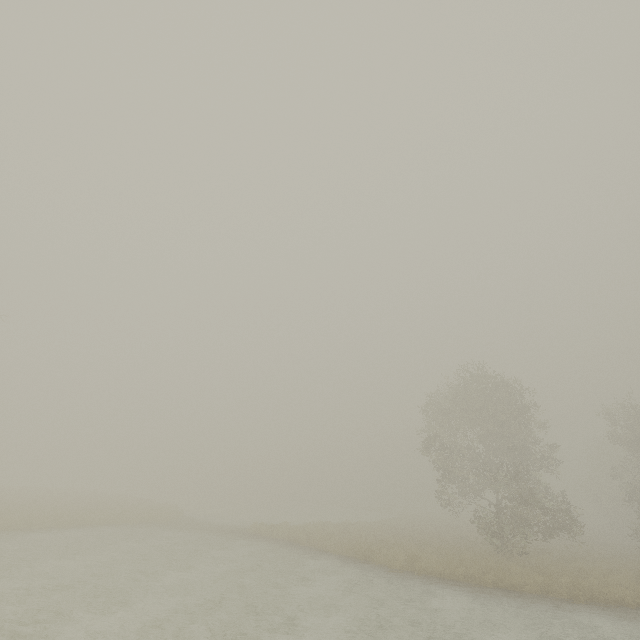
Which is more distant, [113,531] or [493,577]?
[113,531]
